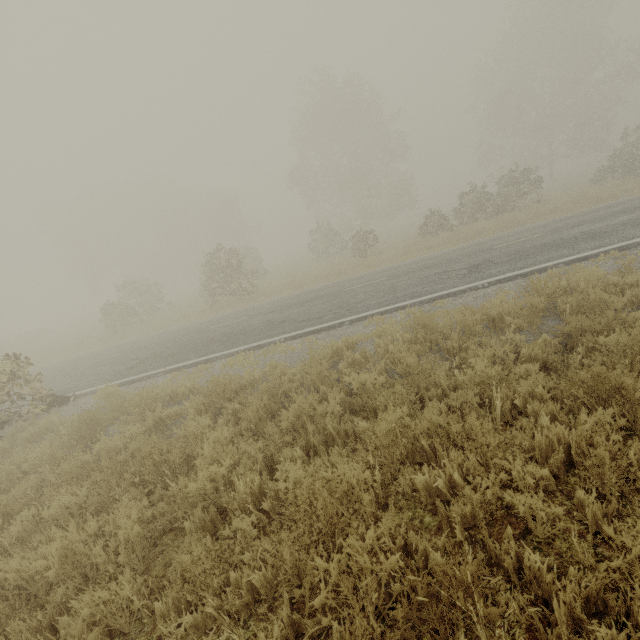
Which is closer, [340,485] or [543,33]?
[340,485]
